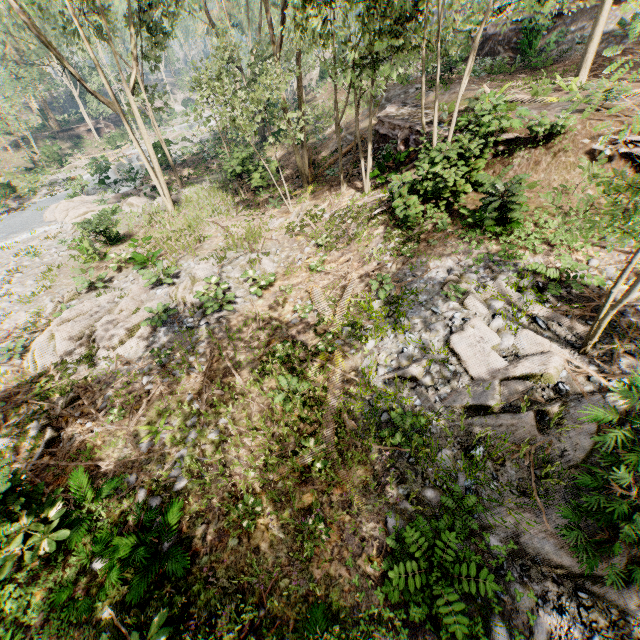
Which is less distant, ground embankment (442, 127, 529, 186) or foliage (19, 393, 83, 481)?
foliage (19, 393, 83, 481)

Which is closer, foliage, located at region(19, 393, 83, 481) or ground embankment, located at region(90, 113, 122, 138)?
foliage, located at region(19, 393, 83, 481)

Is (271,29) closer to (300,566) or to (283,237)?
(283,237)

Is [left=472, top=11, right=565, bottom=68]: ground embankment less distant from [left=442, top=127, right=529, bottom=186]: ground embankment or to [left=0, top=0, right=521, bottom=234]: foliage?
[left=0, top=0, right=521, bottom=234]: foliage

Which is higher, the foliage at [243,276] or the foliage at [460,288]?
the foliage at [460,288]

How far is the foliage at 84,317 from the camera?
10.7 meters
